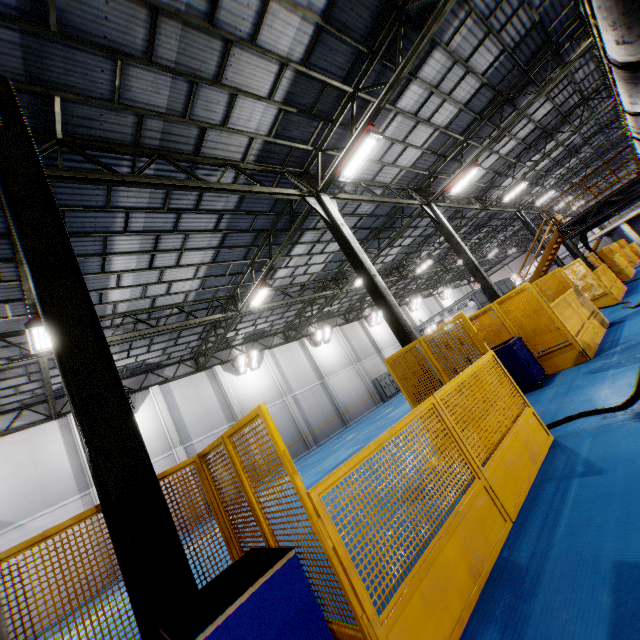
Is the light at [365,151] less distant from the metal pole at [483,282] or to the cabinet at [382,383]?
the metal pole at [483,282]

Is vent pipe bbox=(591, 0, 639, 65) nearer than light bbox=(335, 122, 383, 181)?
Yes

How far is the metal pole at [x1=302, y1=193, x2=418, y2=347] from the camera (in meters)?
9.28

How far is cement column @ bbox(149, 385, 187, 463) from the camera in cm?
1800

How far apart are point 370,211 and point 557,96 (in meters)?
10.10

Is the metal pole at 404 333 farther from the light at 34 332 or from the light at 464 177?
the light at 34 332

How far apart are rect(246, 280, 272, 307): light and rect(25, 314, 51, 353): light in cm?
699

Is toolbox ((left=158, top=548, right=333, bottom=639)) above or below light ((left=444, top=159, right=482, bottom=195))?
below
